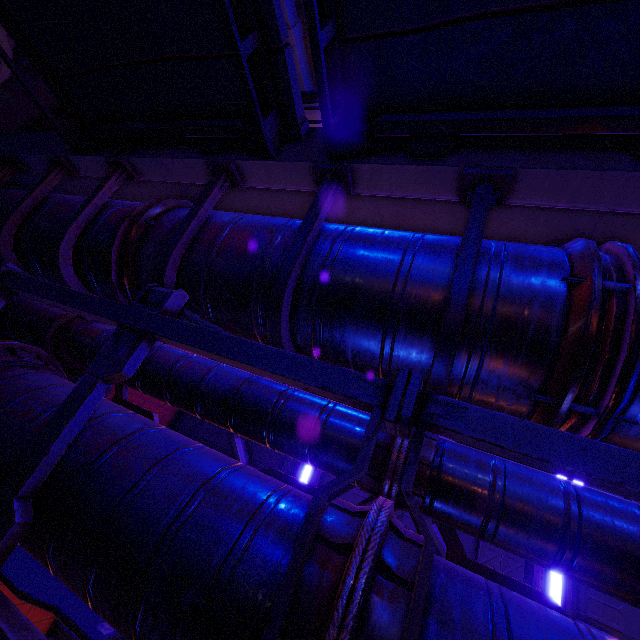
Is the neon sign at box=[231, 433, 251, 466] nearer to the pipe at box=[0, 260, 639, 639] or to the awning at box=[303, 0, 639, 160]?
the pipe at box=[0, 260, 639, 639]

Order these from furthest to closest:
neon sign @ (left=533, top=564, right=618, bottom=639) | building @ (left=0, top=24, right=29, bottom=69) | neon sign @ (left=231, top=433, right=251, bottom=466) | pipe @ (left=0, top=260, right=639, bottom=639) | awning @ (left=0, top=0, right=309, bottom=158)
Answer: neon sign @ (left=231, top=433, right=251, bottom=466), neon sign @ (left=533, top=564, right=618, bottom=639), building @ (left=0, top=24, right=29, bottom=69), awning @ (left=0, top=0, right=309, bottom=158), pipe @ (left=0, top=260, right=639, bottom=639)

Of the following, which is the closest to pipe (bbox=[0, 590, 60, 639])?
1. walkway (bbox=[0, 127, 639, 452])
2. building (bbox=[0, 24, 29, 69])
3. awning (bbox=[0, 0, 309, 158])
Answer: walkway (bbox=[0, 127, 639, 452])

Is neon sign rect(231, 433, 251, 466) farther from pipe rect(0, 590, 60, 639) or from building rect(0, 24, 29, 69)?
building rect(0, 24, 29, 69)

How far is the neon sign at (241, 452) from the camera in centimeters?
896cm

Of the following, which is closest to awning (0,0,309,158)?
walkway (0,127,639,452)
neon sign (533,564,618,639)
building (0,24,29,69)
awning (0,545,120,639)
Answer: walkway (0,127,639,452)

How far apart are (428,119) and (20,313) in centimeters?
642cm

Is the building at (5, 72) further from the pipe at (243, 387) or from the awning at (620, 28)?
the awning at (620, 28)
